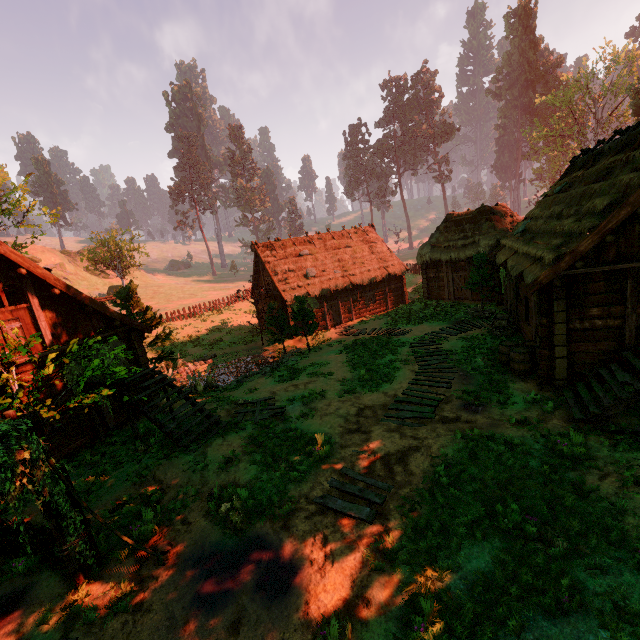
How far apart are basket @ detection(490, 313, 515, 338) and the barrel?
1.90m

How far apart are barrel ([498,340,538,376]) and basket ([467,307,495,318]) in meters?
5.5 m

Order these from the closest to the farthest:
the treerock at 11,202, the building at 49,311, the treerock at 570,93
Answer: the building at 49,311 < the treerock at 11,202 < the treerock at 570,93

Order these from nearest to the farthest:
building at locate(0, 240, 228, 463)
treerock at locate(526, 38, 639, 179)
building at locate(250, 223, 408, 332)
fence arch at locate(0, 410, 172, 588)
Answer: fence arch at locate(0, 410, 172, 588)
building at locate(0, 240, 228, 463)
building at locate(250, 223, 408, 332)
treerock at locate(526, 38, 639, 179)

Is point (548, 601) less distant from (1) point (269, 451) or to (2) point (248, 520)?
(2) point (248, 520)

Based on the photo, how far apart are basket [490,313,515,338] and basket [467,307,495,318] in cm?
171

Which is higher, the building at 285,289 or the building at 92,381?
the building at 92,381

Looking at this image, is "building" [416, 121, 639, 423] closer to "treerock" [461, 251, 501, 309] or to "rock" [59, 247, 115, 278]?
"treerock" [461, 251, 501, 309]
